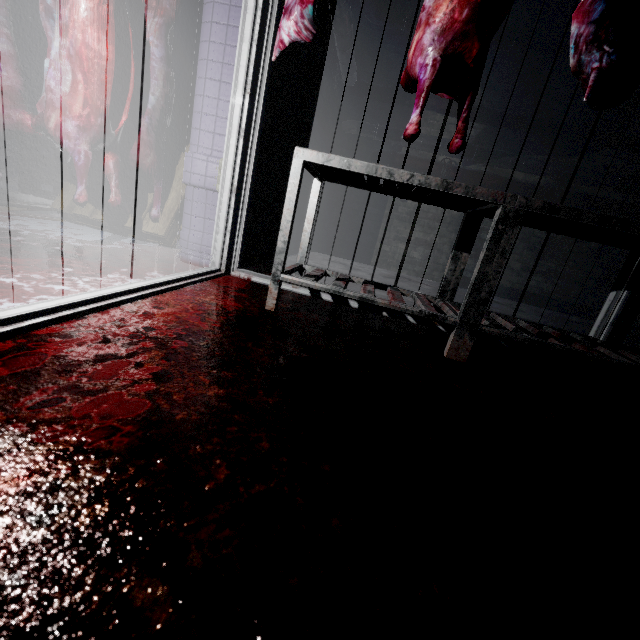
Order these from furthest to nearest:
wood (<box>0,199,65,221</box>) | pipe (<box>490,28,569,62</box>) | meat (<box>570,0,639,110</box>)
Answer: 1. pipe (<box>490,28,569,62</box>)
2. wood (<box>0,199,65,221</box>)
3. meat (<box>570,0,639,110</box>)

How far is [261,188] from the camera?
2.5m

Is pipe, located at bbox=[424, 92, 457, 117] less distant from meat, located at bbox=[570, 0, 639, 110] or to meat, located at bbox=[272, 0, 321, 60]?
meat, located at bbox=[272, 0, 321, 60]

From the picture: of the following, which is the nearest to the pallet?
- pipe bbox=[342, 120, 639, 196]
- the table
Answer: the table

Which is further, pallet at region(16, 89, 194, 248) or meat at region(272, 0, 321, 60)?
pallet at region(16, 89, 194, 248)

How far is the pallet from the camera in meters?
2.5

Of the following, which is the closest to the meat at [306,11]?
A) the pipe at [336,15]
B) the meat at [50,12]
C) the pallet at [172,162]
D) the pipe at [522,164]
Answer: the pipe at [336,15]

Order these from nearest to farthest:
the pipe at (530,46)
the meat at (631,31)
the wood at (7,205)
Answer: the meat at (631,31) → the wood at (7,205) → the pipe at (530,46)
